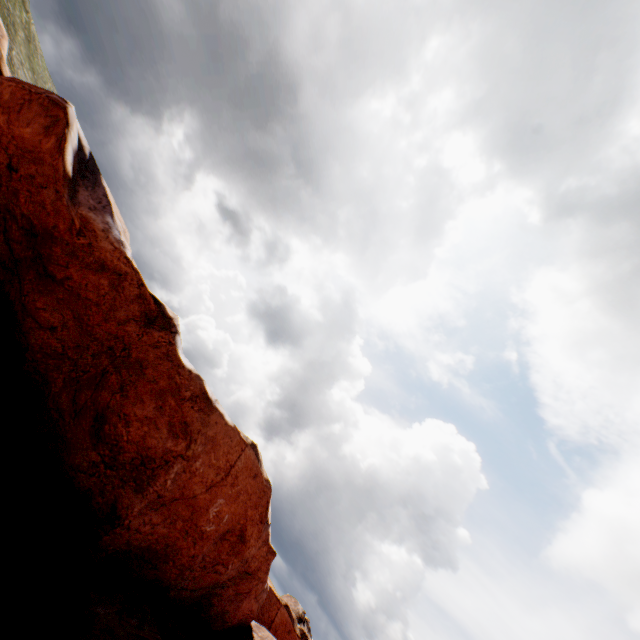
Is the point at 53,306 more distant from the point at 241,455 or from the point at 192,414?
the point at 241,455
